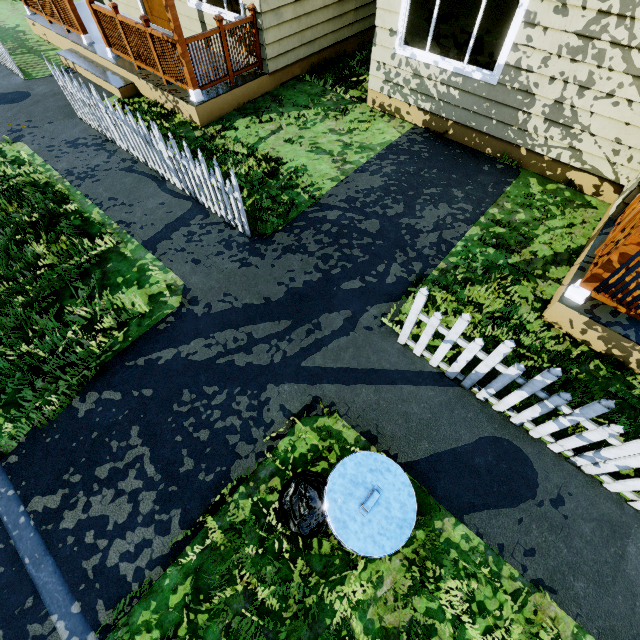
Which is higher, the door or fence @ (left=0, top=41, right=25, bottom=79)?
the door

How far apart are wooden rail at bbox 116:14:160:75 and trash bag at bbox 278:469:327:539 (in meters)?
8.18

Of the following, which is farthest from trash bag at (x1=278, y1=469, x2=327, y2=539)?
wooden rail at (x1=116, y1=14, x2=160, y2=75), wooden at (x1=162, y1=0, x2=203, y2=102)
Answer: wooden rail at (x1=116, y1=14, x2=160, y2=75)

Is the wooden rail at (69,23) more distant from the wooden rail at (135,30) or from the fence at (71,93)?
the wooden rail at (135,30)

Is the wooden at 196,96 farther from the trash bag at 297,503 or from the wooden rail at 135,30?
the trash bag at 297,503

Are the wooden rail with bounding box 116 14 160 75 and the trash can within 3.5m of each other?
no

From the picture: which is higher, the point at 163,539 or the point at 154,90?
the point at 154,90

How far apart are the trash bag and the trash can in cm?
3
